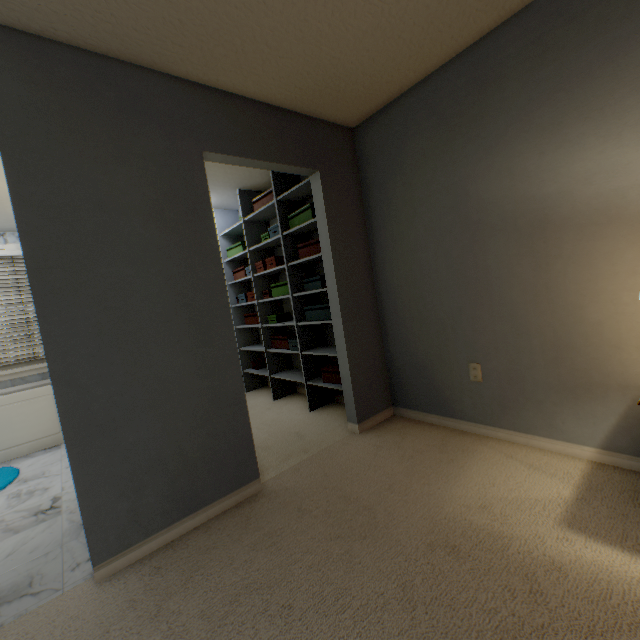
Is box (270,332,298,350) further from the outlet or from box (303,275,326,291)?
the outlet

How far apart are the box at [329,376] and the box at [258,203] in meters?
1.8 m

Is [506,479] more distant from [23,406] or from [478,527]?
[23,406]

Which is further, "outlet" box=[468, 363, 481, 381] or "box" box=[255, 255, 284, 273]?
"box" box=[255, 255, 284, 273]

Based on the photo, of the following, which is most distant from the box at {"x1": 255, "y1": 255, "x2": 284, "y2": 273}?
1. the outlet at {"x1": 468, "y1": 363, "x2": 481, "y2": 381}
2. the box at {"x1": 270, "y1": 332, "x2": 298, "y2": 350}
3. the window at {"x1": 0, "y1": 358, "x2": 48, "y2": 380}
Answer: the window at {"x1": 0, "y1": 358, "x2": 48, "y2": 380}

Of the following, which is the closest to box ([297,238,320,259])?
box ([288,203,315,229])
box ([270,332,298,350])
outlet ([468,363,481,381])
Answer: box ([288,203,315,229])

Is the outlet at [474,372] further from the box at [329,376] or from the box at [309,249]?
the box at [309,249]

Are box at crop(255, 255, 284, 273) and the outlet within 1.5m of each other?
no
